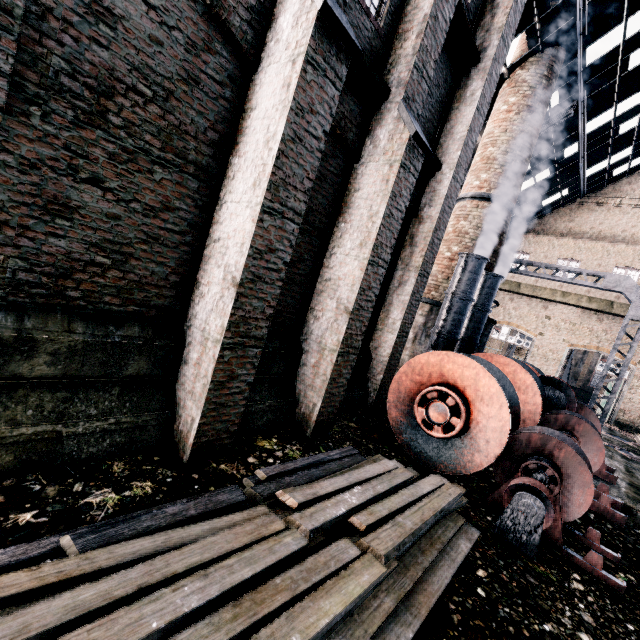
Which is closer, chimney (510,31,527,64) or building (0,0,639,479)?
building (0,0,639,479)

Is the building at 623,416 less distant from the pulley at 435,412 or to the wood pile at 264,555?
the pulley at 435,412

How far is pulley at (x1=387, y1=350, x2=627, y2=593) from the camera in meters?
6.0

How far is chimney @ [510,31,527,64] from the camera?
15.05m

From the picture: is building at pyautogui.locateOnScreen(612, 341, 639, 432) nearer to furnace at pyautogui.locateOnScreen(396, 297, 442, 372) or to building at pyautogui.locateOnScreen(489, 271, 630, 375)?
building at pyautogui.locateOnScreen(489, 271, 630, 375)

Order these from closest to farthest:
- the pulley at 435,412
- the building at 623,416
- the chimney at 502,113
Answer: the pulley at 435,412 < the chimney at 502,113 < the building at 623,416

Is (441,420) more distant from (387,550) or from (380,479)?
(387,550)
